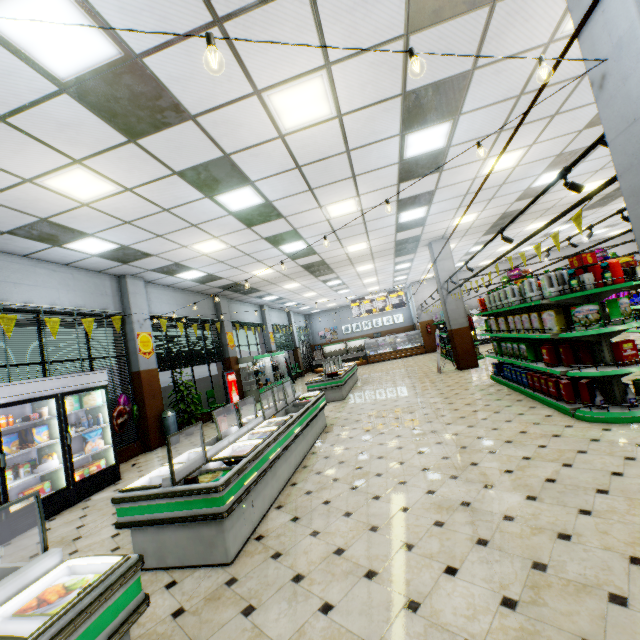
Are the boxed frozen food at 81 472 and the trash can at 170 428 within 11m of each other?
yes

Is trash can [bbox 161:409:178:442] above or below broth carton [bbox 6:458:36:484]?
below

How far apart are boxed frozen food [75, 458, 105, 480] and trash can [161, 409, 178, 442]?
2.3 meters

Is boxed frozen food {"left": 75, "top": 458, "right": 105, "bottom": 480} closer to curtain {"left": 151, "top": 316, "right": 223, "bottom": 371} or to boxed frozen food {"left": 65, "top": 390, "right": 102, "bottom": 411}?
boxed frozen food {"left": 65, "top": 390, "right": 102, "bottom": 411}

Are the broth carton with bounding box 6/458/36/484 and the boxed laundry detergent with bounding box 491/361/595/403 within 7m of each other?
no

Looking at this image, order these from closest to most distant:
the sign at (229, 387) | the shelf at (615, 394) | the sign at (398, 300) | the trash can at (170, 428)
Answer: the shelf at (615, 394) → the trash can at (170, 428) → the sign at (229, 387) → the sign at (398, 300)

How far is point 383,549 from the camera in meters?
2.9 m

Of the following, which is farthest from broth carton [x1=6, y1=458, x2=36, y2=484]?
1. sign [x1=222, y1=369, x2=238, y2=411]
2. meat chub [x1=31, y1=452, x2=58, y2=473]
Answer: sign [x1=222, y1=369, x2=238, y2=411]
